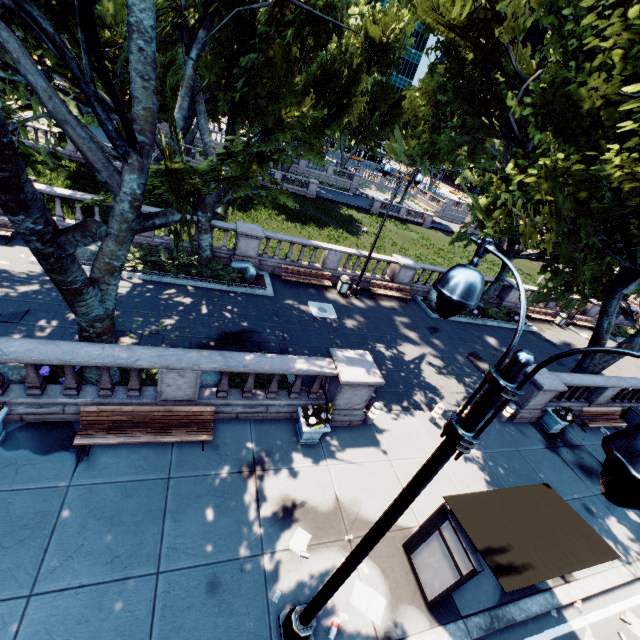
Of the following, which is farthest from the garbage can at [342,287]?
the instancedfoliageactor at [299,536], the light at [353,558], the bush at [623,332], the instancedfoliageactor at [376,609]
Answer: the bush at [623,332]

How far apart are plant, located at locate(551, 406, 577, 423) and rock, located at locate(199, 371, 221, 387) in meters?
13.3

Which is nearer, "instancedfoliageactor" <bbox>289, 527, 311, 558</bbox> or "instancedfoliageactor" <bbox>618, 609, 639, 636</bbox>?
"instancedfoliageactor" <bbox>289, 527, 311, 558</bbox>

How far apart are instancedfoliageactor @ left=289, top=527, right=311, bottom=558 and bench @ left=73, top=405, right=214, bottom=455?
3.0m

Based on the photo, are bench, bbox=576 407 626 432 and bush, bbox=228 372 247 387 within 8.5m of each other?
no

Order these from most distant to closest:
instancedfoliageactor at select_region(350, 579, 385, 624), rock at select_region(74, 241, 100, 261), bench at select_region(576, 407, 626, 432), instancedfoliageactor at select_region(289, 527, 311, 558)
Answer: →
1. bench at select_region(576, 407, 626, 432)
2. rock at select_region(74, 241, 100, 261)
3. instancedfoliageactor at select_region(289, 527, 311, 558)
4. instancedfoliageactor at select_region(350, 579, 385, 624)

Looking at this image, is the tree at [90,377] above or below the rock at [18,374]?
above

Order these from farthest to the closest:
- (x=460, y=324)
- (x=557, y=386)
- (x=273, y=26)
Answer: (x=460, y=324) < (x=273, y=26) < (x=557, y=386)
